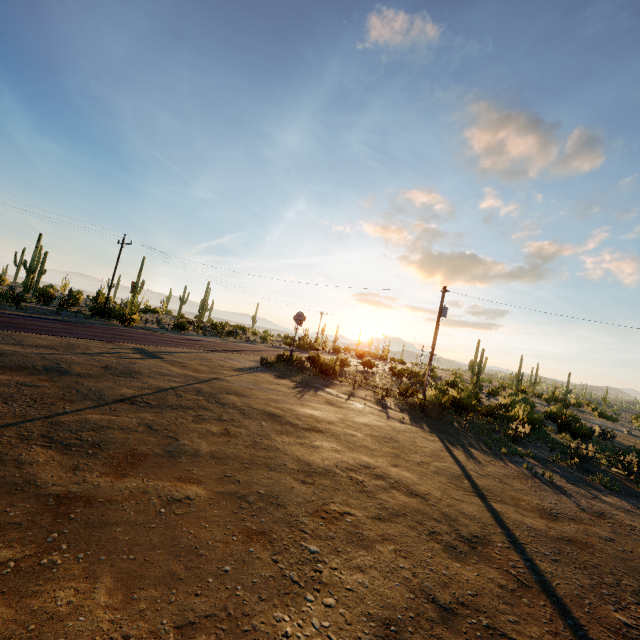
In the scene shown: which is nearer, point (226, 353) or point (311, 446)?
point (311, 446)
